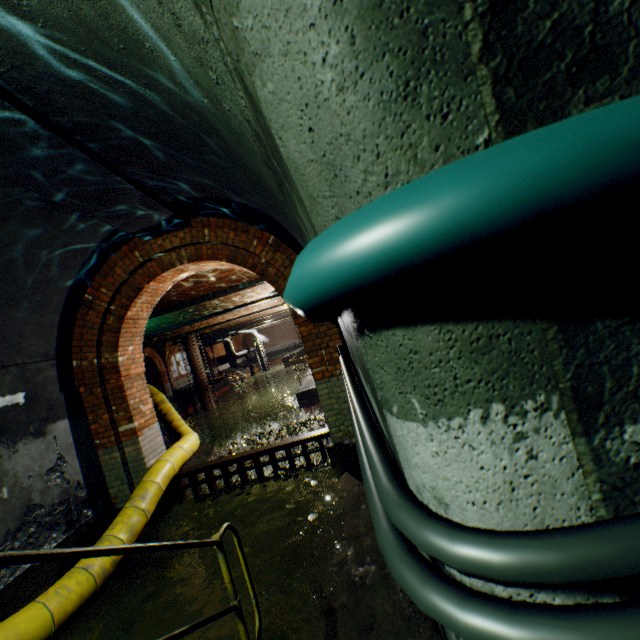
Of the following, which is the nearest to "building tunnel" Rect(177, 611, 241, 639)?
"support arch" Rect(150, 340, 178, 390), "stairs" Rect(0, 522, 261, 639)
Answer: "stairs" Rect(0, 522, 261, 639)

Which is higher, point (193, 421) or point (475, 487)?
point (475, 487)

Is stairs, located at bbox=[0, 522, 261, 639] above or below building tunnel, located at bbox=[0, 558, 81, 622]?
above

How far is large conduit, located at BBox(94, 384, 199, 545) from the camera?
4.3m

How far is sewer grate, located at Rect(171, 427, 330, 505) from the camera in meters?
→ 5.6

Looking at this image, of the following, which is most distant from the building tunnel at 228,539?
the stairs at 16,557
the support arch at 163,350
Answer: the support arch at 163,350

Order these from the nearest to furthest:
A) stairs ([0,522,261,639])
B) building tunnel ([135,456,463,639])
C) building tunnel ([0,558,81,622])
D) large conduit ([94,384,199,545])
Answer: stairs ([0,522,261,639])
building tunnel ([135,456,463,639])
building tunnel ([0,558,81,622])
large conduit ([94,384,199,545])

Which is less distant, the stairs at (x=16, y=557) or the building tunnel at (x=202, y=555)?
the stairs at (x=16, y=557)
